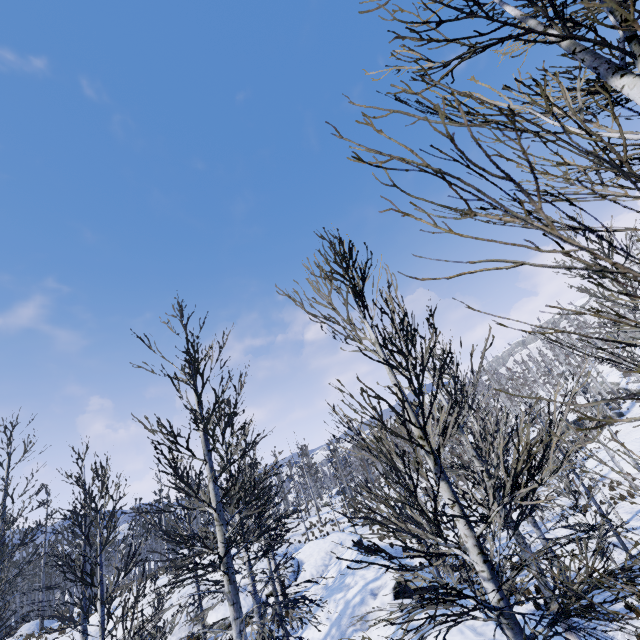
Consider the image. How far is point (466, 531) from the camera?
3.26m

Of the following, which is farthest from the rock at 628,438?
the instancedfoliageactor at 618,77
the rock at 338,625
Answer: the rock at 338,625

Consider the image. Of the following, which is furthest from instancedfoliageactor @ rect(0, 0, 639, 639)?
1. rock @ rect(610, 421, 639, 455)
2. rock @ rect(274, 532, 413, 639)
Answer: rock @ rect(610, 421, 639, 455)

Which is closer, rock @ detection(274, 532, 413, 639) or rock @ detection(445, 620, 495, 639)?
rock @ detection(445, 620, 495, 639)

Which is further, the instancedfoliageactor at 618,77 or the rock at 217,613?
the rock at 217,613

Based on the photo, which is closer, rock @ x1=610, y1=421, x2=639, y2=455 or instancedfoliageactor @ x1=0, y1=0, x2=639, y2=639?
instancedfoliageactor @ x1=0, y1=0, x2=639, y2=639

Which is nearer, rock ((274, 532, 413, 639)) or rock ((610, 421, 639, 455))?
rock ((274, 532, 413, 639))
